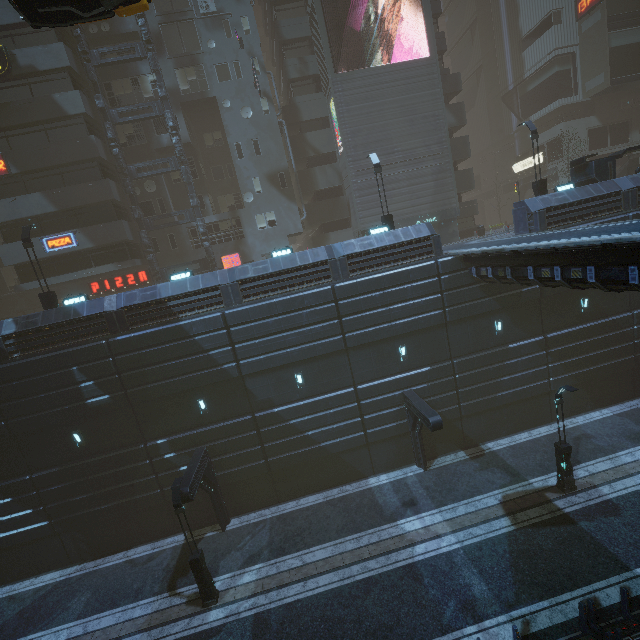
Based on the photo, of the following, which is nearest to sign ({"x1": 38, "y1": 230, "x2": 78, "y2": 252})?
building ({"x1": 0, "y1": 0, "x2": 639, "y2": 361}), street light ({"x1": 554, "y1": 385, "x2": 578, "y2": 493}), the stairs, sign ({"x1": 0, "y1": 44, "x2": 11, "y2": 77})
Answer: building ({"x1": 0, "y1": 0, "x2": 639, "y2": 361})

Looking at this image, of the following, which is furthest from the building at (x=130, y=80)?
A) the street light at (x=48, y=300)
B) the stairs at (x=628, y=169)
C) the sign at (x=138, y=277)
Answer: the stairs at (x=628, y=169)

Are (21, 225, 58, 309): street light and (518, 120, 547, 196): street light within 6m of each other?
no

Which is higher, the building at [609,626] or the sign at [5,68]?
the sign at [5,68]

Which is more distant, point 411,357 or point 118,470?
Answer: point 411,357

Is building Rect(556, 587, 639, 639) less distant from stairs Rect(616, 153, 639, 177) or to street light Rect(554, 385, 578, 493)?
stairs Rect(616, 153, 639, 177)

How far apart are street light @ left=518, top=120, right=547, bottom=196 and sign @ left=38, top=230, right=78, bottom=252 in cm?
3193
